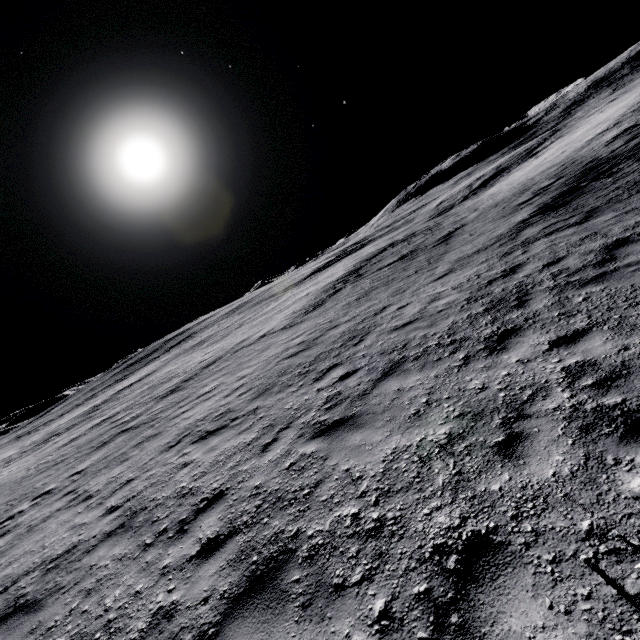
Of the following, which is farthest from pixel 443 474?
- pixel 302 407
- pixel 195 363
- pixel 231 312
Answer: pixel 231 312
